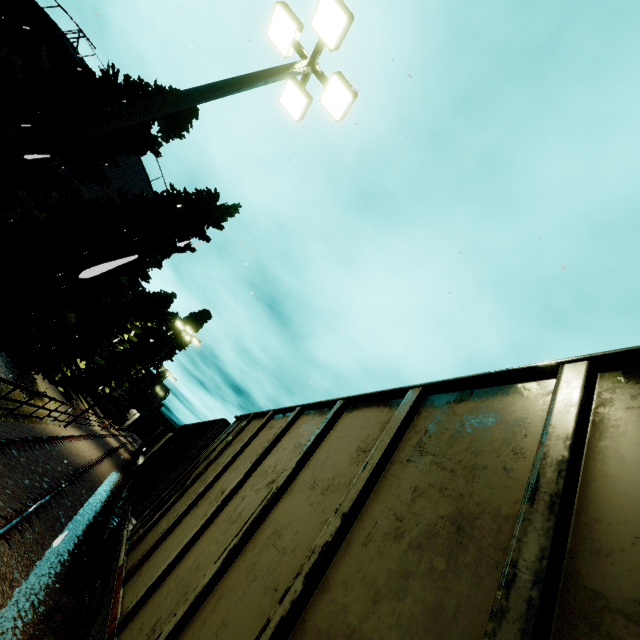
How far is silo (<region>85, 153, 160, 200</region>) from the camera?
20.19m

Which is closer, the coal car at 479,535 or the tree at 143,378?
the coal car at 479,535

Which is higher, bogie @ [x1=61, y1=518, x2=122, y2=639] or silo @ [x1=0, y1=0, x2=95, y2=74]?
silo @ [x1=0, y1=0, x2=95, y2=74]

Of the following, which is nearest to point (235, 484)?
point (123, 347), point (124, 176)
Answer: point (124, 176)

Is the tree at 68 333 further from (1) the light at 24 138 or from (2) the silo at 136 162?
(1) the light at 24 138

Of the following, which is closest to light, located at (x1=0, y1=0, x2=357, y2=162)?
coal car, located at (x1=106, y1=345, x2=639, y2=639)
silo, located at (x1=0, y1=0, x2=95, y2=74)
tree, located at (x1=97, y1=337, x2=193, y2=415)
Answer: silo, located at (x1=0, y1=0, x2=95, y2=74)

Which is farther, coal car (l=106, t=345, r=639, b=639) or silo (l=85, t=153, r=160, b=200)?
silo (l=85, t=153, r=160, b=200)

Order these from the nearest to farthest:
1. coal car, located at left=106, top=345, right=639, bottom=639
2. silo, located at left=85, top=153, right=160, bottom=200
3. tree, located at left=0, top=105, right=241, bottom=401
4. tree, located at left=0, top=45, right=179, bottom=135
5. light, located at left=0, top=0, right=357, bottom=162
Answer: coal car, located at left=106, top=345, right=639, bottom=639 → light, located at left=0, top=0, right=357, bottom=162 → tree, located at left=0, top=45, right=179, bottom=135 → tree, located at left=0, top=105, right=241, bottom=401 → silo, located at left=85, top=153, right=160, bottom=200
